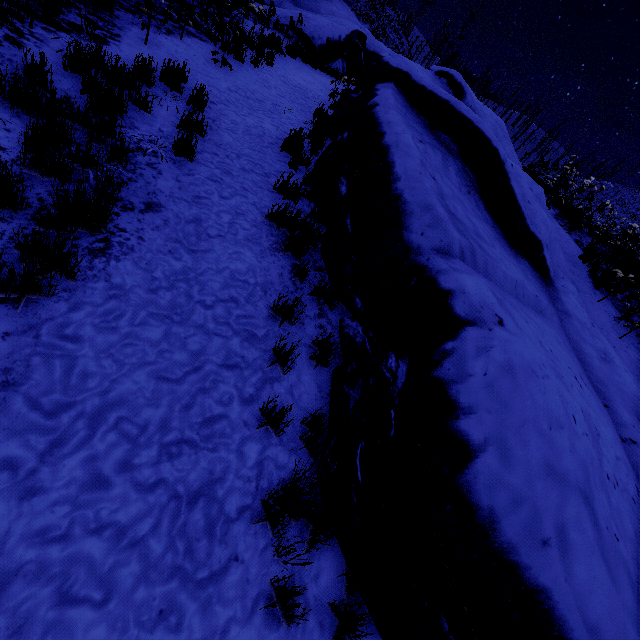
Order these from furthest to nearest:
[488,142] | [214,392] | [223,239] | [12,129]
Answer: [488,142], [223,239], [12,129], [214,392]
